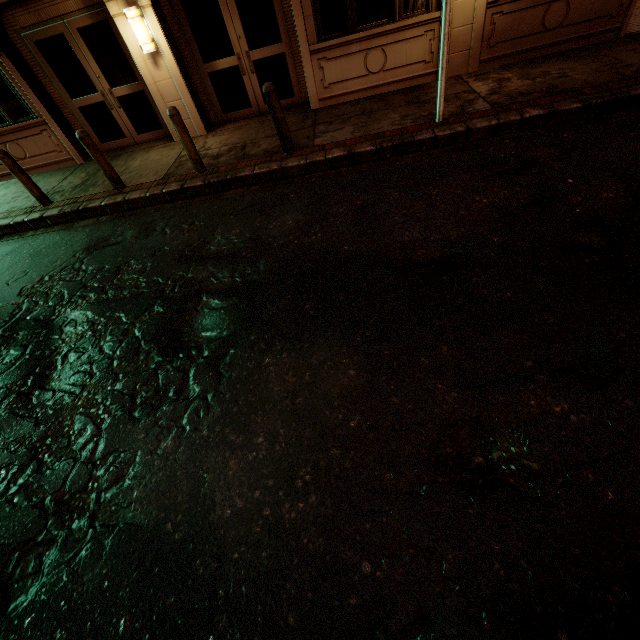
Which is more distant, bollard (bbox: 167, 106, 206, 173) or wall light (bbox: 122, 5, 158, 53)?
wall light (bbox: 122, 5, 158, 53)

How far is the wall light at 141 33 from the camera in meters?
6.9 m

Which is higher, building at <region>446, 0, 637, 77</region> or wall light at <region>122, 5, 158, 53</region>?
wall light at <region>122, 5, 158, 53</region>

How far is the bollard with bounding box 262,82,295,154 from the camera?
5.80m

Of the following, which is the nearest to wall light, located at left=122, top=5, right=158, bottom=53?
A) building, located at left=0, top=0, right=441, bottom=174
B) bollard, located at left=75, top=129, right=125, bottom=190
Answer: building, located at left=0, top=0, right=441, bottom=174

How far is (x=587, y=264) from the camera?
3.4m

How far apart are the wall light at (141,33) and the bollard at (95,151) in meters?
2.5

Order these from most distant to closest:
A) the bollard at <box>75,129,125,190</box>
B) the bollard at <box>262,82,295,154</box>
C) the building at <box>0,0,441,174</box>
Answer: the building at <box>0,0,441,174</box> < the bollard at <box>75,129,125,190</box> < the bollard at <box>262,82,295,154</box>
